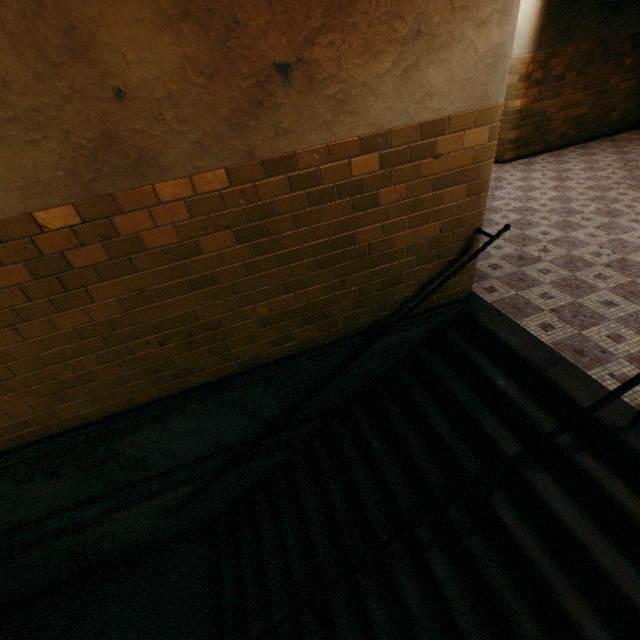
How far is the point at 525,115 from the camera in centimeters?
704cm
